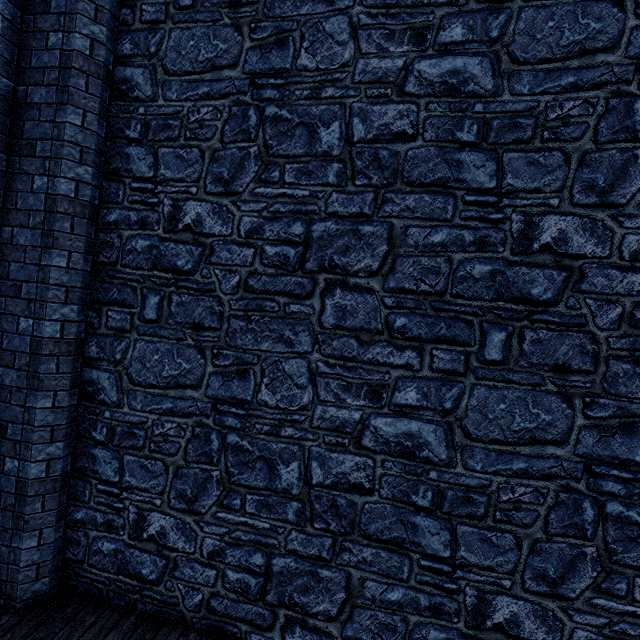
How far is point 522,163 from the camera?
2.9 meters
